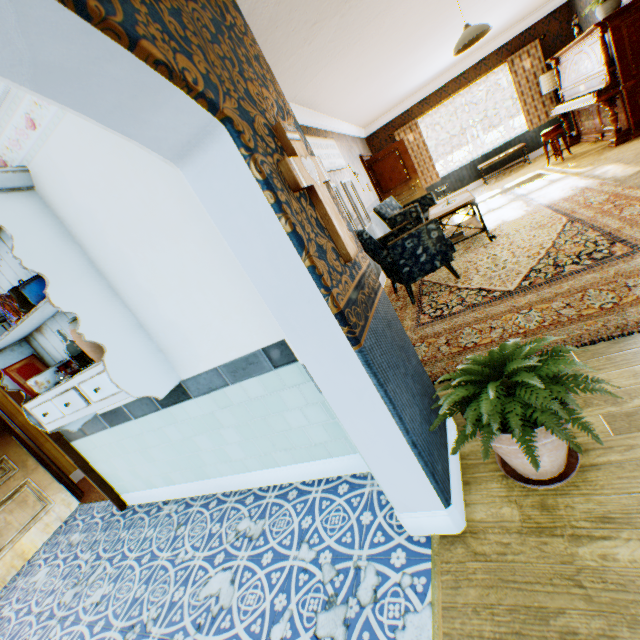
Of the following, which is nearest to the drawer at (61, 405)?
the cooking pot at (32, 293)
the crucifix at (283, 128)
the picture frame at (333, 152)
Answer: the cooking pot at (32, 293)

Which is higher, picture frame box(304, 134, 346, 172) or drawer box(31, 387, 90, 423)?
picture frame box(304, 134, 346, 172)

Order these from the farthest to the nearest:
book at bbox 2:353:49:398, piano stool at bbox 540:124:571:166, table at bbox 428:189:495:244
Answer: piano stool at bbox 540:124:571:166
table at bbox 428:189:495:244
book at bbox 2:353:49:398

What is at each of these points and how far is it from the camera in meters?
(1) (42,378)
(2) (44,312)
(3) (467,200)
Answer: (1) cooking pot, 2.4 m
(2) shelf, 2.1 m
(3) table, 4.7 m

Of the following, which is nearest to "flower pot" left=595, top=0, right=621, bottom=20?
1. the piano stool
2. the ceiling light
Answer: the piano stool

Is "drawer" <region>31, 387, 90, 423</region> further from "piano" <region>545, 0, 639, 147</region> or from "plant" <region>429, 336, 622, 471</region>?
"piano" <region>545, 0, 639, 147</region>

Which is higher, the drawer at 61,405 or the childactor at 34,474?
the drawer at 61,405

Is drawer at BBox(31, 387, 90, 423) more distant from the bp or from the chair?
the bp
